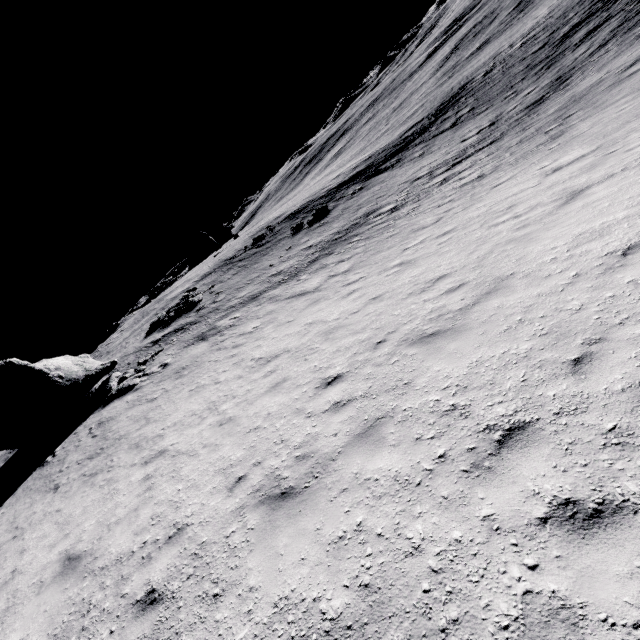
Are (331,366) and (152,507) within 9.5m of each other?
yes

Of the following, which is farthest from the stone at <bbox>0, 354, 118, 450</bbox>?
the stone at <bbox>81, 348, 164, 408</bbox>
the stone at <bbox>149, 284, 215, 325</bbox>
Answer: the stone at <bbox>149, 284, 215, 325</bbox>

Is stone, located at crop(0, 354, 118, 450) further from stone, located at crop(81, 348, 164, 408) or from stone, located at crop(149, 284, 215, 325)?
stone, located at crop(149, 284, 215, 325)

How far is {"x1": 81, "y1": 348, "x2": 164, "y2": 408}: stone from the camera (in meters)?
17.00

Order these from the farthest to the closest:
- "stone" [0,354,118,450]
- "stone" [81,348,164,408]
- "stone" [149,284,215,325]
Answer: "stone" [149,284,215,325] < "stone" [81,348,164,408] < "stone" [0,354,118,450]

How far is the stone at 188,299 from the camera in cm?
2670

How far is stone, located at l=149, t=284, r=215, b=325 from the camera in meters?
26.7 m

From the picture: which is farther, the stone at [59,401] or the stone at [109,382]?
the stone at [109,382]
